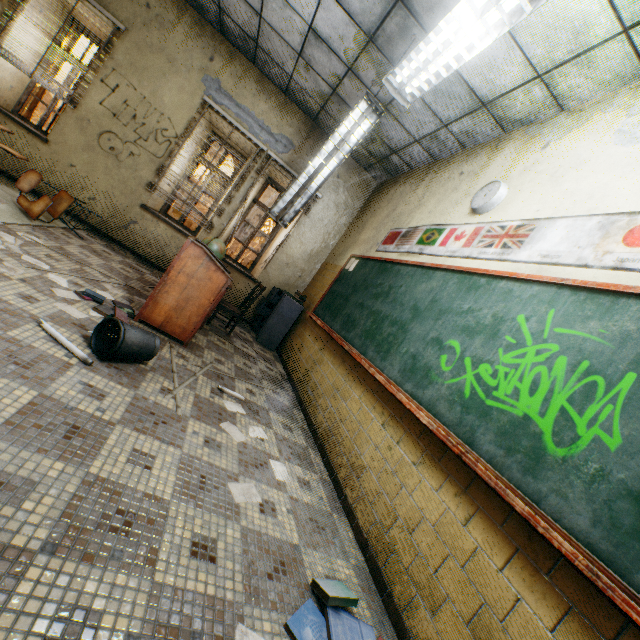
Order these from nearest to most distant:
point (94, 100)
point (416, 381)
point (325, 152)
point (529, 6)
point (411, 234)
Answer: point (529, 6)
point (416, 381)
point (325, 152)
point (411, 234)
point (94, 100)

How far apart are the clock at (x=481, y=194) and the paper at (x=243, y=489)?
3.1m

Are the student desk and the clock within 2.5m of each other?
no

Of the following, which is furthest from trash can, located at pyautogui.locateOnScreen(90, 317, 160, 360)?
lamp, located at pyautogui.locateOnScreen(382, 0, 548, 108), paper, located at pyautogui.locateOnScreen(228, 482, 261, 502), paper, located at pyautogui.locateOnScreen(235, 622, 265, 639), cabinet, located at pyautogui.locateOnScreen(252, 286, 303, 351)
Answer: cabinet, located at pyautogui.locateOnScreen(252, 286, 303, 351)

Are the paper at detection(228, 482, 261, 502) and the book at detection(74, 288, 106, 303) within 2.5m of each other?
yes

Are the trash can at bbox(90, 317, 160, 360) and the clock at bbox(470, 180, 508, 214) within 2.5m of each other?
no

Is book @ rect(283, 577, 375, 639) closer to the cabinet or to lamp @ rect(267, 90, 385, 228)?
lamp @ rect(267, 90, 385, 228)

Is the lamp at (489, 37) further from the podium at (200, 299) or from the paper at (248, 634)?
the paper at (248, 634)
